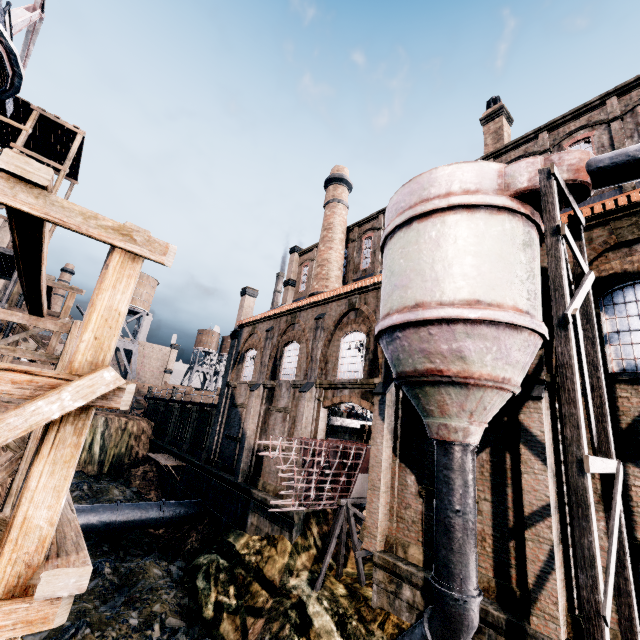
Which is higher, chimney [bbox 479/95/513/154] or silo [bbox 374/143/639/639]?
chimney [bbox 479/95/513/154]

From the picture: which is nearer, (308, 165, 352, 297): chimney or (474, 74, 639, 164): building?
(474, 74, 639, 164): building

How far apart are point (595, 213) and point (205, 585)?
23.8 meters

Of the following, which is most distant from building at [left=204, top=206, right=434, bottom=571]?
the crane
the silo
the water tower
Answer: the water tower

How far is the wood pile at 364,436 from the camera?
19.3 meters

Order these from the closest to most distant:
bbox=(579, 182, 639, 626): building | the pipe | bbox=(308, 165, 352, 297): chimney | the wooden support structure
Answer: bbox=(579, 182, 639, 626): building → the wooden support structure → the pipe → bbox=(308, 165, 352, 297): chimney

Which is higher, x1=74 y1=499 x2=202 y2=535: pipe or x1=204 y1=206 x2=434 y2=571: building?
x1=204 y1=206 x2=434 y2=571: building

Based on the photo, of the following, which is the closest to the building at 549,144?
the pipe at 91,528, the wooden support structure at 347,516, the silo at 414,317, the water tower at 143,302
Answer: the silo at 414,317
